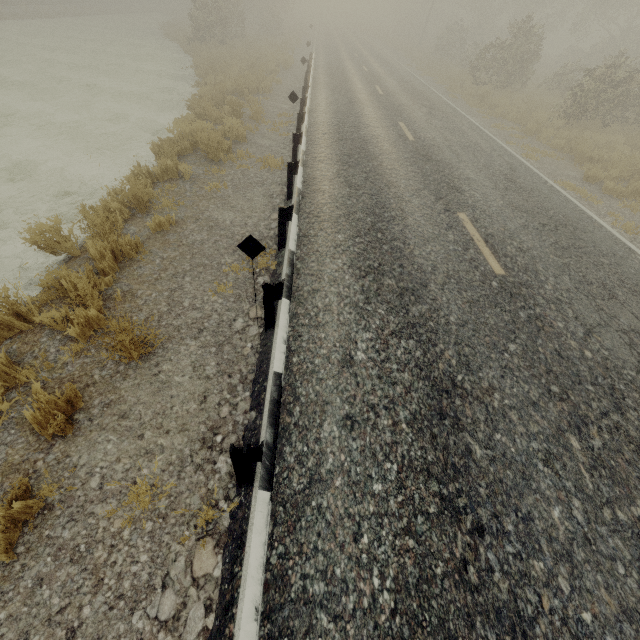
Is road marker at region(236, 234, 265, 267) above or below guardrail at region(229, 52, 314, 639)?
above

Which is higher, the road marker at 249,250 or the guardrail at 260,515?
the road marker at 249,250

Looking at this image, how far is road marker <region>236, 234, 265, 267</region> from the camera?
3.6 meters

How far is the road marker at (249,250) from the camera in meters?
3.6

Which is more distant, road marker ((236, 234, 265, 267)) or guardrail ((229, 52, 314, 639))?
road marker ((236, 234, 265, 267))

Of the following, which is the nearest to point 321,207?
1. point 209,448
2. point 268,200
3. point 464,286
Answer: point 268,200
